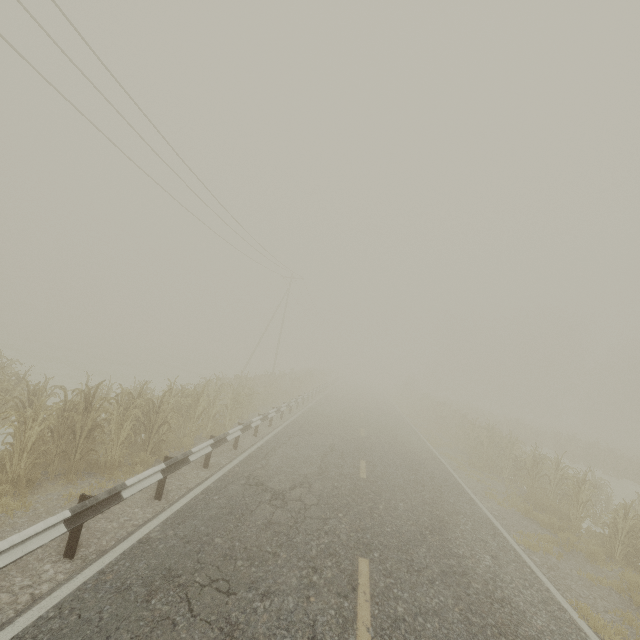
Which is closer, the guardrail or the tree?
the guardrail

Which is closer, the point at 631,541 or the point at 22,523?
the point at 22,523

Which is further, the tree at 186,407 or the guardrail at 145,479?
the tree at 186,407
